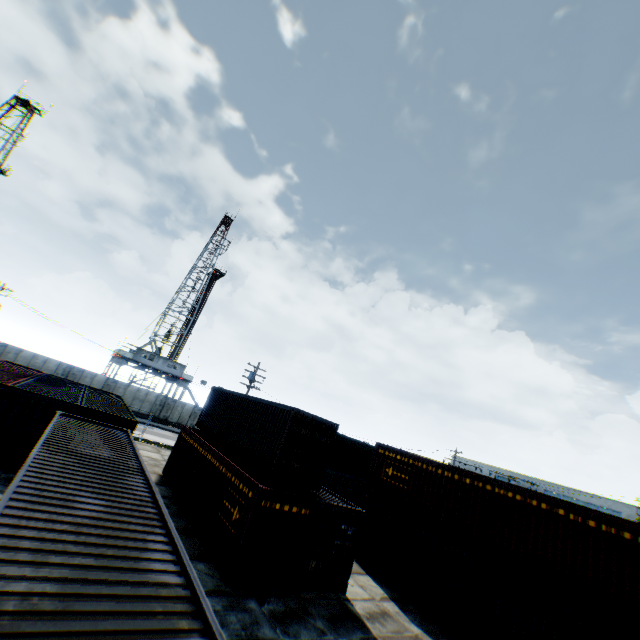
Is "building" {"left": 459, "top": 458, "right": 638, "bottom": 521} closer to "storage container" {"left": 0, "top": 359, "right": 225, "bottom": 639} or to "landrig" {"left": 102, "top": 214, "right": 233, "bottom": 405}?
"landrig" {"left": 102, "top": 214, "right": 233, "bottom": 405}

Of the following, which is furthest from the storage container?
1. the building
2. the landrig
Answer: the building

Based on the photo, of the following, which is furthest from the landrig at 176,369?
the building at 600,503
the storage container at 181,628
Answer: the building at 600,503

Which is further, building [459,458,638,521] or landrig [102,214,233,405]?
landrig [102,214,233,405]

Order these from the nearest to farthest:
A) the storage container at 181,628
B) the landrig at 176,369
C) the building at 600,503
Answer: the storage container at 181,628
the building at 600,503
the landrig at 176,369

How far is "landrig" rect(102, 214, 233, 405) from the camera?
44.19m

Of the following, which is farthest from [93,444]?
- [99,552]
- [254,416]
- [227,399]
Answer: [227,399]

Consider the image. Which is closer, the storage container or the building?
the storage container
